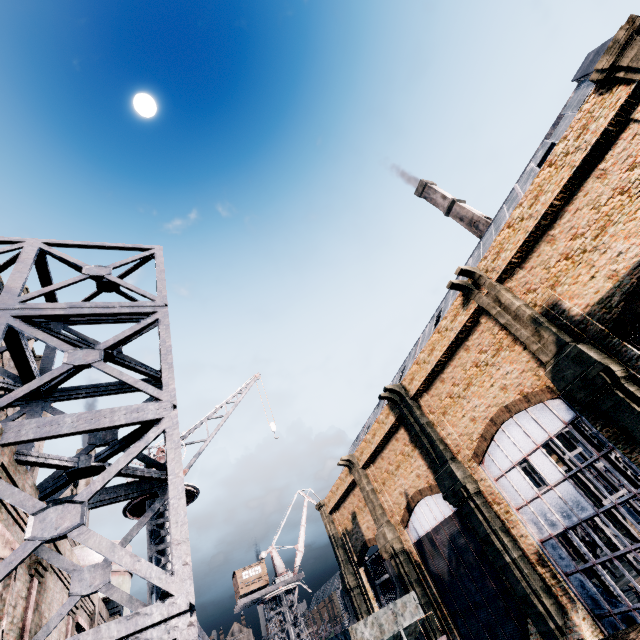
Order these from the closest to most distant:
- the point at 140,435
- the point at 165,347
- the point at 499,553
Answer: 1. the point at 140,435
2. the point at 165,347
3. the point at 499,553

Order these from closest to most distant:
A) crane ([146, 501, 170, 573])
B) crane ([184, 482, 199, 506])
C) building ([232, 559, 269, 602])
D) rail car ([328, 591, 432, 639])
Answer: crane ([146, 501, 170, 573]), crane ([184, 482, 199, 506]), rail car ([328, 591, 432, 639]), building ([232, 559, 269, 602])

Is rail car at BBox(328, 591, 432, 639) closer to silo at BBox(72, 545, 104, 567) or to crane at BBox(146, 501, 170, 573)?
crane at BBox(146, 501, 170, 573)

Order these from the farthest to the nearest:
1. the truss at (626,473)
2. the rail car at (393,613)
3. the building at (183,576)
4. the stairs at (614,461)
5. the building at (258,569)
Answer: the building at (258,569) → the rail car at (393,613) → the stairs at (614,461) → the truss at (626,473) → the building at (183,576)

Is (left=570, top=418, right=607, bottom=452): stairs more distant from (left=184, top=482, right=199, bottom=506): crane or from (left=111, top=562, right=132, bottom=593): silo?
(left=111, top=562, right=132, bottom=593): silo

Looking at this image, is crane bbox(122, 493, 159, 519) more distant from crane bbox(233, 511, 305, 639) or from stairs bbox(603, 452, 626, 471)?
crane bbox(233, 511, 305, 639)

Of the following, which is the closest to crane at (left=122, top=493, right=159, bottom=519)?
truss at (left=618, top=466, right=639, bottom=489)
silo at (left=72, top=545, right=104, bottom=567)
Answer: silo at (left=72, top=545, right=104, bottom=567)

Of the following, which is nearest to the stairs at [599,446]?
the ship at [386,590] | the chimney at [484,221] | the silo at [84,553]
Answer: the ship at [386,590]
